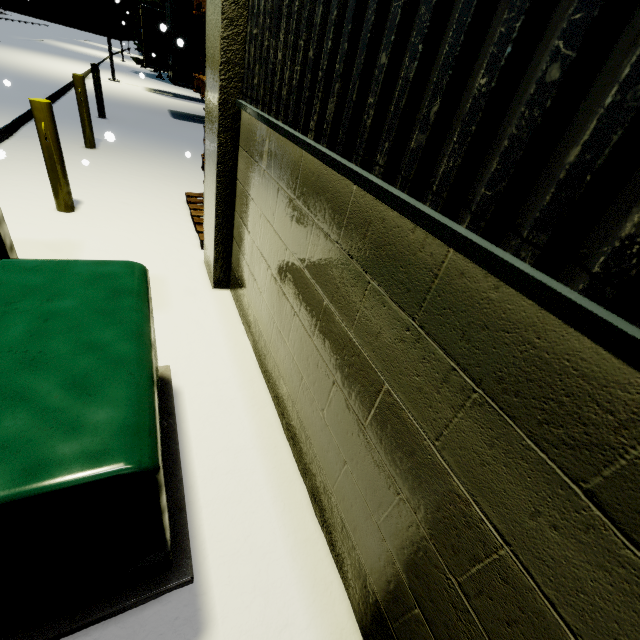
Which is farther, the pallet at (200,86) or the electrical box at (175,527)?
the pallet at (200,86)

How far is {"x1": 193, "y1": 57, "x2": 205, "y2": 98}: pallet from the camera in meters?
4.3

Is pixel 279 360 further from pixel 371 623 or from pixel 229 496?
pixel 371 623

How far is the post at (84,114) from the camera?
6.3m

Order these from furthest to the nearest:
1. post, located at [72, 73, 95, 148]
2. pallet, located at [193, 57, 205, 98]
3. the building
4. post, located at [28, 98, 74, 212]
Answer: post, located at [72, 73, 95, 148] < pallet, located at [193, 57, 205, 98] < post, located at [28, 98, 74, 212] < the building

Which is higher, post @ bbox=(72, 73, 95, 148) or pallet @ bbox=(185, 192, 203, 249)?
post @ bbox=(72, 73, 95, 148)

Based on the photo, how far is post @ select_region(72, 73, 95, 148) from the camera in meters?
6.3

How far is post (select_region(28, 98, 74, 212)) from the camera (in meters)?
3.76
